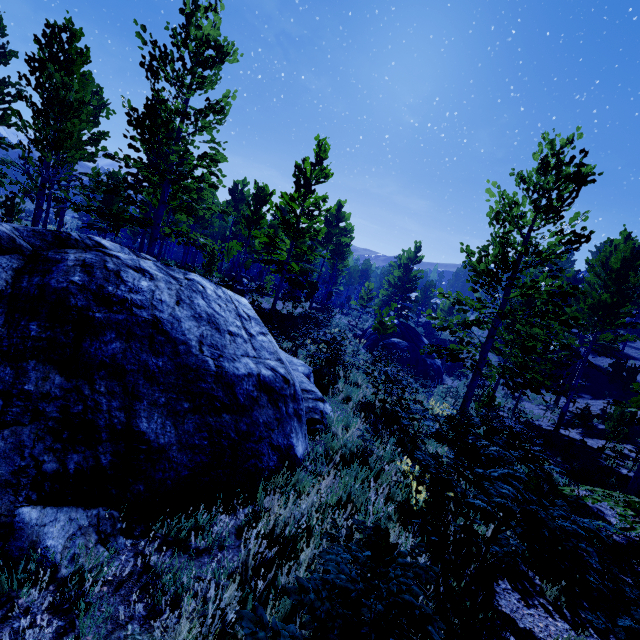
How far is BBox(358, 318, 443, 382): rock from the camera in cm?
2412

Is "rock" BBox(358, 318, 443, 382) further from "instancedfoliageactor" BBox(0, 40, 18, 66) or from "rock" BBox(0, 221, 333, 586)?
"rock" BBox(0, 221, 333, 586)

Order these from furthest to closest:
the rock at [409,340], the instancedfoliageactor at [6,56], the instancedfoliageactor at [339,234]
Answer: the rock at [409,340], the instancedfoliageactor at [6,56], the instancedfoliageactor at [339,234]

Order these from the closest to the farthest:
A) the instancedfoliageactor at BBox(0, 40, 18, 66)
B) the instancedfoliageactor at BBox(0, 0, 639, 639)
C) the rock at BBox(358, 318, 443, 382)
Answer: the instancedfoliageactor at BBox(0, 0, 639, 639), the instancedfoliageactor at BBox(0, 40, 18, 66), the rock at BBox(358, 318, 443, 382)

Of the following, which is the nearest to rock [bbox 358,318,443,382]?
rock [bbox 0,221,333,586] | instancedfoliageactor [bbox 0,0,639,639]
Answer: instancedfoliageactor [bbox 0,0,639,639]

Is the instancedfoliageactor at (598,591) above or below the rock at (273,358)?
above

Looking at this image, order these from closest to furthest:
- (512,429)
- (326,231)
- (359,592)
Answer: (359,592), (512,429), (326,231)

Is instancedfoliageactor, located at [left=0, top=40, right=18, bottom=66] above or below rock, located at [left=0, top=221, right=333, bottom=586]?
above
